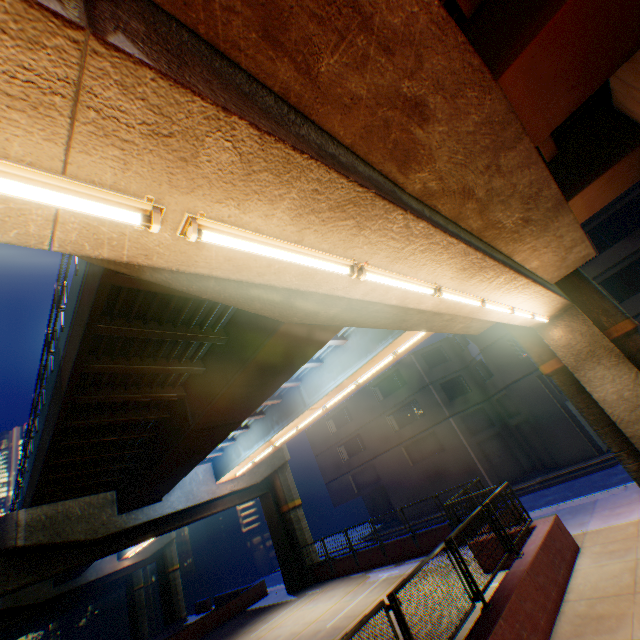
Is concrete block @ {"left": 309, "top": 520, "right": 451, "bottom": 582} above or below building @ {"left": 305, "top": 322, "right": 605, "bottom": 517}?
below

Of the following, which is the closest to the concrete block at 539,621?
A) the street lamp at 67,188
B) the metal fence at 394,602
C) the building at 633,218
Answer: the metal fence at 394,602

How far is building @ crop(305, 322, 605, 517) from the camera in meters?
21.5

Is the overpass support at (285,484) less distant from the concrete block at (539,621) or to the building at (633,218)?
the concrete block at (539,621)

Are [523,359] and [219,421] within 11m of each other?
no

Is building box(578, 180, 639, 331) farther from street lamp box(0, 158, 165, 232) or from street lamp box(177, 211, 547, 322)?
street lamp box(0, 158, 165, 232)

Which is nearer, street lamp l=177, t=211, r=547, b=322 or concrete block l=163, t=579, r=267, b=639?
street lamp l=177, t=211, r=547, b=322

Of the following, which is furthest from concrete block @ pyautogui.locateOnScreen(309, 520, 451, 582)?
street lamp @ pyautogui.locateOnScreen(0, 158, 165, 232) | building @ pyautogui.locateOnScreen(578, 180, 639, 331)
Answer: building @ pyautogui.locateOnScreen(578, 180, 639, 331)
